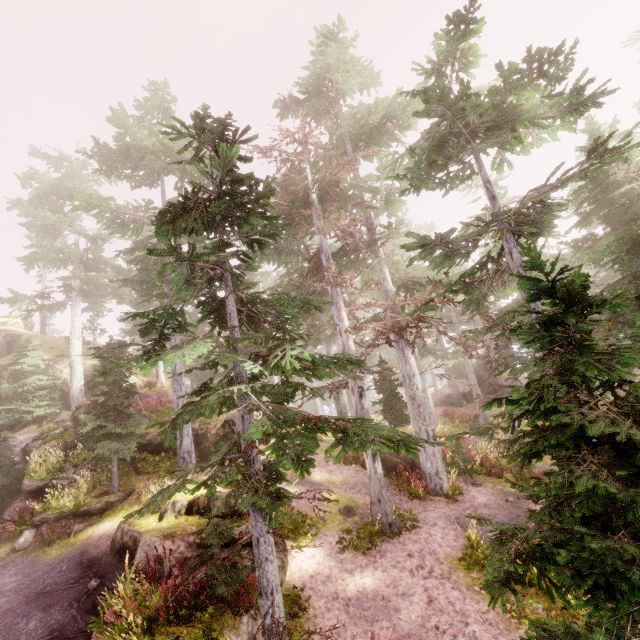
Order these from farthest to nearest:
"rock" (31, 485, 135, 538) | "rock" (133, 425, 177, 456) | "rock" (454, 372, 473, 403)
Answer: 1. "rock" (454, 372, 473, 403)
2. "rock" (133, 425, 177, 456)
3. "rock" (31, 485, 135, 538)

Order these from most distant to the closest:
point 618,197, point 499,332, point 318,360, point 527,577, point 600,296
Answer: point 499,332 → point 618,197 → point 527,577 → point 318,360 → point 600,296

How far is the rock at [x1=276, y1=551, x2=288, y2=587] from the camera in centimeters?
978cm

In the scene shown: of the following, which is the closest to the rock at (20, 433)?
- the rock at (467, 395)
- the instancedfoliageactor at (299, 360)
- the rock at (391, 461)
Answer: the instancedfoliageactor at (299, 360)

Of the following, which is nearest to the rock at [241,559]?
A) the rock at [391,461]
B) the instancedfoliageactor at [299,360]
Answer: the instancedfoliageactor at [299,360]

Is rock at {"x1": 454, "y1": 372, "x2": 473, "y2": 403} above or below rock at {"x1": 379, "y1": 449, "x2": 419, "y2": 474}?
above

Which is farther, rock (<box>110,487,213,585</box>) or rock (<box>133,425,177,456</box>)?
rock (<box>133,425,177,456</box>)

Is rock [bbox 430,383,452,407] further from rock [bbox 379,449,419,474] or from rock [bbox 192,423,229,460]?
rock [bbox 192,423,229,460]
